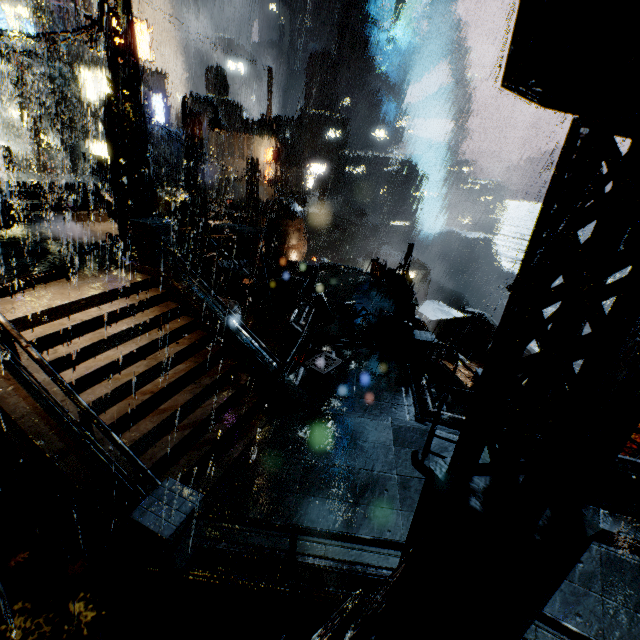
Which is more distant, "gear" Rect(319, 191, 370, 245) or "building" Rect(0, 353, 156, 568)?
"gear" Rect(319, 191, 370, 245)

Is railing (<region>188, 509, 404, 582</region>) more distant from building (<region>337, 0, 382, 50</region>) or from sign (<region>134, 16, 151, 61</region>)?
sign (<region>134, 16, 151, 61</region>)

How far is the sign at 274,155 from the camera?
38.6m

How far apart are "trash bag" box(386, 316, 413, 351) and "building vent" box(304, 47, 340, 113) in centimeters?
5741cm

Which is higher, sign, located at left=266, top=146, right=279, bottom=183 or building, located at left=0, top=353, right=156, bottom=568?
sign, located at left=266, top=146, right=279, bottom=183

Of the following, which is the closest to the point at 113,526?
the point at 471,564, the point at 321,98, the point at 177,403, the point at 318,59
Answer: the point at 177,403

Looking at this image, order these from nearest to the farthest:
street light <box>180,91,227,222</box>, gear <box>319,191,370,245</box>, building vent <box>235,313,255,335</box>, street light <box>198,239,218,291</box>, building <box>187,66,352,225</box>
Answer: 1. street light <box>180,91,227,222</box>
2. building vent <box>235,313,255,335</box>
3. street light <box>198,239,218,291</box>
4. building <box>187,66,352,225</box>
5. gear <box>319,191,370,245</box>

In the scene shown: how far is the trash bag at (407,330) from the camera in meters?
13.9
